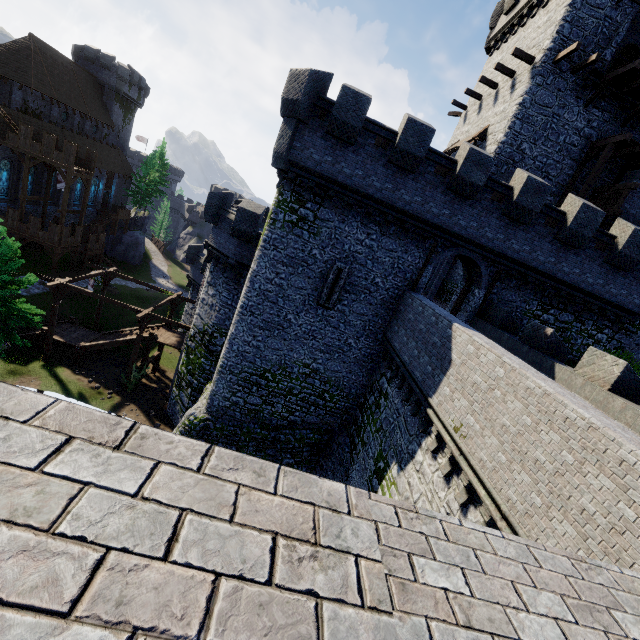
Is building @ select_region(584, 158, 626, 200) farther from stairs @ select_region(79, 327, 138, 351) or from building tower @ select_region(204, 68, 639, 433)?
stairs @ select_region(79, 327, 138, 351)

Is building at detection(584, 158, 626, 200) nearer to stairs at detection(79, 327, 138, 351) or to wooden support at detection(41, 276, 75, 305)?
stairs at detection(79, 327, 138, 351)

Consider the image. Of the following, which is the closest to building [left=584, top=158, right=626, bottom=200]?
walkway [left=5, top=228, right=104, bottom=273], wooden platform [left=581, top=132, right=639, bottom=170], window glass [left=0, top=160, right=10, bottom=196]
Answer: wooden platform [left=581, top=132, right=639, bottom=170]

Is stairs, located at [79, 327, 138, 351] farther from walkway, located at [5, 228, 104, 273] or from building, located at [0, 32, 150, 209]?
building, located at [0, 32, 150, 209]

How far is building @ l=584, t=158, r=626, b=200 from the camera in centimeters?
1941cm

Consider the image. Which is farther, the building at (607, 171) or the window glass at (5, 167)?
the window glass at (5, 167)

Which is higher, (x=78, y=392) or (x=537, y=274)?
(x=537, y=274)

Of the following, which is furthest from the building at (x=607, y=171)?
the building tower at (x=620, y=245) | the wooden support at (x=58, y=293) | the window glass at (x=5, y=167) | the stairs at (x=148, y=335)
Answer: the window glass at (x=5, y=167)
